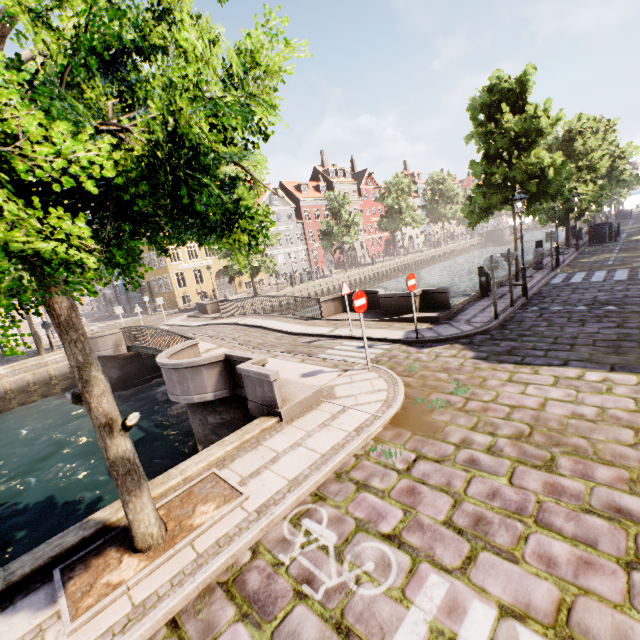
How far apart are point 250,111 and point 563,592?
5.6m

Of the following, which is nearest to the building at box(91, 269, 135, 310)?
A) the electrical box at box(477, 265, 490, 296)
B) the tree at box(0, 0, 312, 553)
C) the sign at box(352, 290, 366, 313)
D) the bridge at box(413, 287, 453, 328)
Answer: the tree at box(0, 0, 312, 553)

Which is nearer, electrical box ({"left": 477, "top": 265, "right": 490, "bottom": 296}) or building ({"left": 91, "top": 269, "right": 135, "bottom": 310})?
electrical box ({"left": 477, "top": 265, "right": 490, "bottom": 296})

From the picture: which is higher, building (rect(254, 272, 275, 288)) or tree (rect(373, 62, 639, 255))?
tree (rect(373, 62, 639, 255))

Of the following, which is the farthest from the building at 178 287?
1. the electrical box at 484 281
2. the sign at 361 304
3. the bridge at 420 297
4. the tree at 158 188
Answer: the sign at 361 304

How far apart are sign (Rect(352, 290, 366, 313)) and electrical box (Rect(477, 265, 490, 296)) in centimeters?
773cm

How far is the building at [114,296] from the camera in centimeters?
4591cm

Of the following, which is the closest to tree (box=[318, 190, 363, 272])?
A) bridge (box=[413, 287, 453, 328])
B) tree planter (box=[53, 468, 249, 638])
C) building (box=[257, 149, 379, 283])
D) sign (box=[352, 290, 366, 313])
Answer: tree planter (box=[53, 468, 249, 638])
